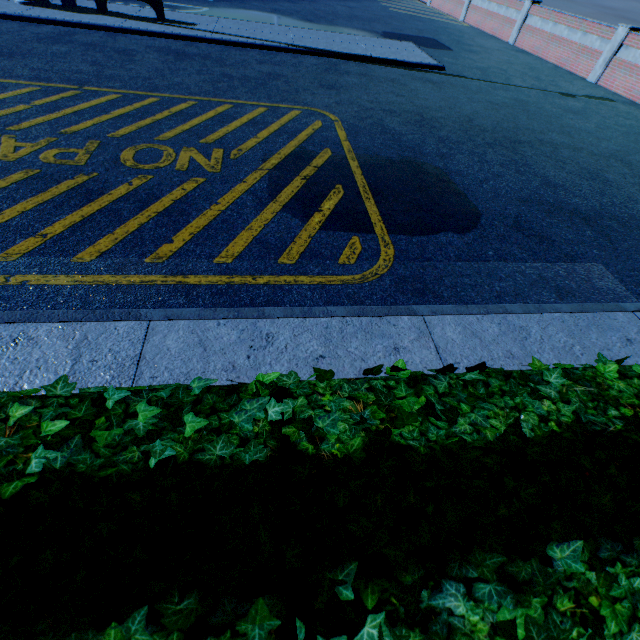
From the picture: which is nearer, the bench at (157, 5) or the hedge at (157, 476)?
the hedge at (157, 476)

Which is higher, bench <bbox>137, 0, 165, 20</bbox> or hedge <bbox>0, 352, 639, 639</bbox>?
hedge <bbox>0, 352, 639, 639</bbox>

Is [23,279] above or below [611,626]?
below

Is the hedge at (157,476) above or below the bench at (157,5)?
above

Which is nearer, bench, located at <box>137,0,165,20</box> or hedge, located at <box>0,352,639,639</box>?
hedge, located at <box>0,352,639,639</box>
